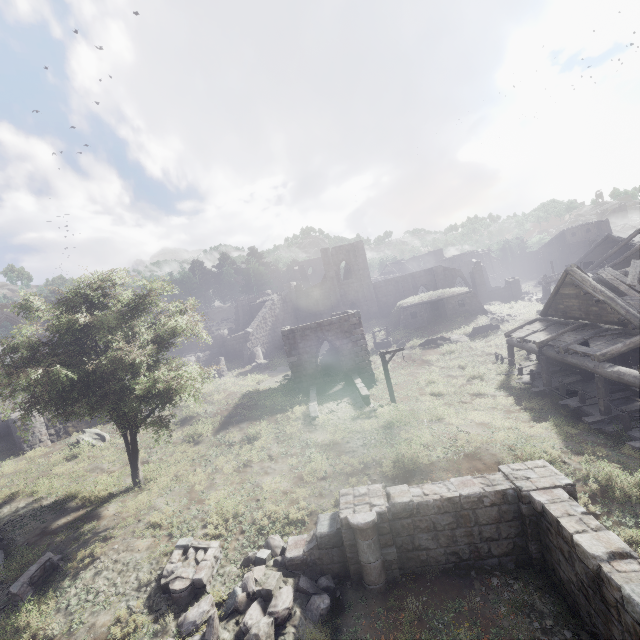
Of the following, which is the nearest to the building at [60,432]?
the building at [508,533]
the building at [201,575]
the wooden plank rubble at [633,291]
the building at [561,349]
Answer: the building at [561,349]

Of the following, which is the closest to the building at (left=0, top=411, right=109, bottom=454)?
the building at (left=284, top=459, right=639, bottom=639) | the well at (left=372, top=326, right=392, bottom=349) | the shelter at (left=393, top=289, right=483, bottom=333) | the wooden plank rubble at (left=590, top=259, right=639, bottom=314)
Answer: the building at (left=284, top=459, right=639, bottom=639)

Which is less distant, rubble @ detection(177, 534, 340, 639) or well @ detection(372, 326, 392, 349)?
rubble @ detection(177, 534, 340, 639)

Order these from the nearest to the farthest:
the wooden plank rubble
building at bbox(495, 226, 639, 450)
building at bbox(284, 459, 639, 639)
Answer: building at bbox(284, 459, 639, 639)
building at bbox(495, 226, 639, 450)
the wooden plank rubble

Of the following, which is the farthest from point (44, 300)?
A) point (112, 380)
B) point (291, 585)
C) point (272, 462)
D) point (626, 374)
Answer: point (626, 374)

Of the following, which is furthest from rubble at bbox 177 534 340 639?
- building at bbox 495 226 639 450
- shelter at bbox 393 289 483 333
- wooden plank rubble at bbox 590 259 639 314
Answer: shelter at bbox 393 289 483 333

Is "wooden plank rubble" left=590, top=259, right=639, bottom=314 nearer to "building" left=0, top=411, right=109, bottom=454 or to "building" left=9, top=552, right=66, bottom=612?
"building" left=9, top=552, right=66, bottom=612

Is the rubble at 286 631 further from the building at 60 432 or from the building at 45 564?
the building at 60 432
